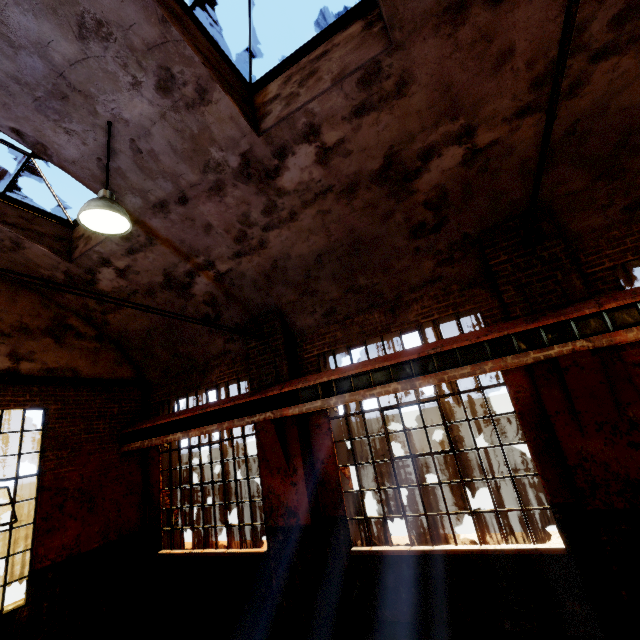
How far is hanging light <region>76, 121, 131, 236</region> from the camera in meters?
3.7

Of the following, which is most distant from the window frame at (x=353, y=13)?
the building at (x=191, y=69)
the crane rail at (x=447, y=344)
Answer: the crane rail at (x=447, y=344)

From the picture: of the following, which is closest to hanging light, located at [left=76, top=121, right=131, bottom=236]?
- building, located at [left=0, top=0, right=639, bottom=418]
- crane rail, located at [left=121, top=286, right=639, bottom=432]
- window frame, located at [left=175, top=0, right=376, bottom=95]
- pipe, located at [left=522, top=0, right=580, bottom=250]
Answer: building, located at [left=0, top=0, right=639, bottom=418]

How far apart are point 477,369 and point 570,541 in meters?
2.5 m

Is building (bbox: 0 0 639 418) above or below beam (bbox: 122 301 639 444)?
above

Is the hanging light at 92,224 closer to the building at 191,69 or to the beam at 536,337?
the building at 191,69

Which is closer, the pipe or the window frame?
the pipe

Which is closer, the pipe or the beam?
the pipe
